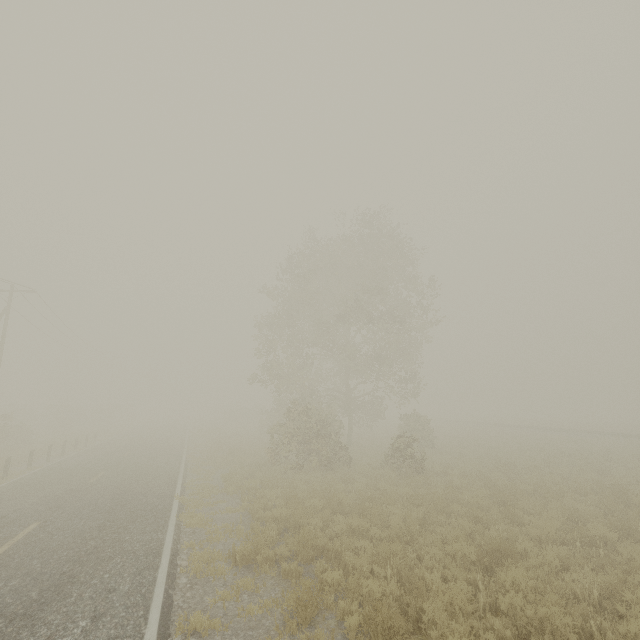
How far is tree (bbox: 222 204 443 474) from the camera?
18.0m

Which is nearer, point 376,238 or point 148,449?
point 148,449

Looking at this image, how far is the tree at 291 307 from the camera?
18.0m
